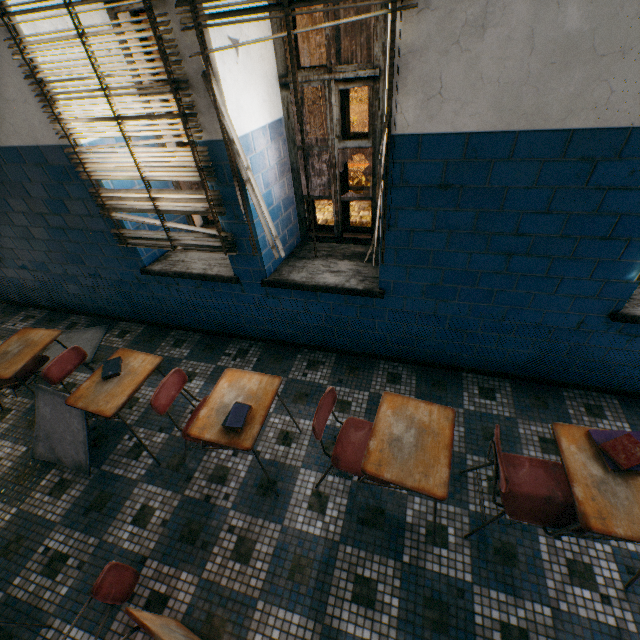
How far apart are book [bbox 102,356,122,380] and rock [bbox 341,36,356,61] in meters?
64.9

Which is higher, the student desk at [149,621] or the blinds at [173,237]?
the blinds at [173,237]

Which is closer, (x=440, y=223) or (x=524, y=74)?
(x=524, y=74)

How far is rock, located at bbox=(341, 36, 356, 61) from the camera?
51.41m

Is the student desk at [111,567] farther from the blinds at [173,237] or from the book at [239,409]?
the blinds at [173,237]

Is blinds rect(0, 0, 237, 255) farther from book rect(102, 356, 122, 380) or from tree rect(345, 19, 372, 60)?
tree rect(345, 19, 372, 60)

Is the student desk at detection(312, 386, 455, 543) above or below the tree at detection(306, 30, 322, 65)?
below

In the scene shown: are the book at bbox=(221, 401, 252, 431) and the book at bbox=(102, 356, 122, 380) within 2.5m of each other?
yes
